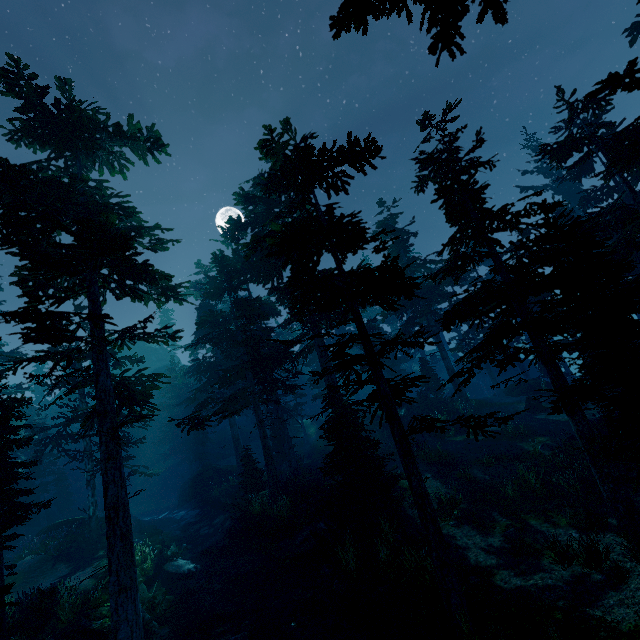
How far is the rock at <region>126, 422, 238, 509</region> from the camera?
32.06m

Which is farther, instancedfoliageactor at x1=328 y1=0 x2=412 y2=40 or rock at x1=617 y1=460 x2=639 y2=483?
rock at x1=617 y1=460 x2=639 y2=483

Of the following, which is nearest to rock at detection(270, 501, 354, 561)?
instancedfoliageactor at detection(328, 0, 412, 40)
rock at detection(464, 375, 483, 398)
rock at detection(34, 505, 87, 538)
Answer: instancedfoliageactor at detection(328, 0, 412, 40)

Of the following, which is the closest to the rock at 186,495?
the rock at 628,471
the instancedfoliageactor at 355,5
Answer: the instancedfoliageactor at 355,5

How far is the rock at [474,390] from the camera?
43.05m

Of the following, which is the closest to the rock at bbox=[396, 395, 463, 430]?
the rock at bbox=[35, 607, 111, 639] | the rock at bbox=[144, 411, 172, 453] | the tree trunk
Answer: the tree trunk

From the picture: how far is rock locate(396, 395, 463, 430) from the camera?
26.98m

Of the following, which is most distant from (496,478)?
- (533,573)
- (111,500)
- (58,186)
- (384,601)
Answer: (58,186)
